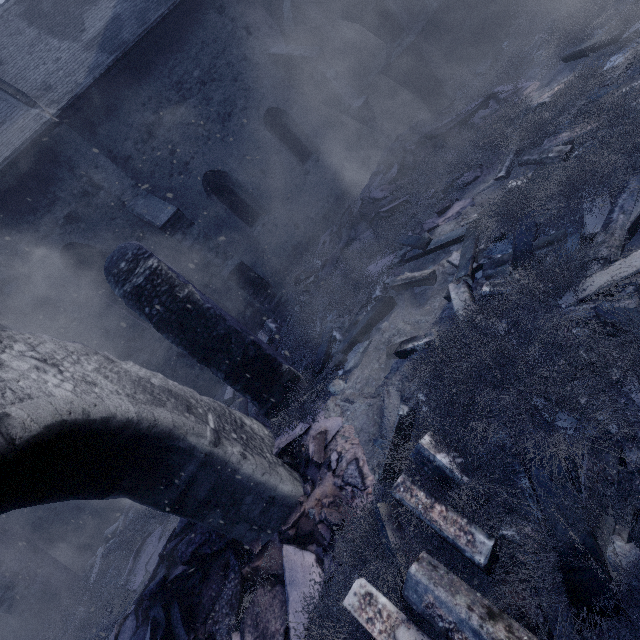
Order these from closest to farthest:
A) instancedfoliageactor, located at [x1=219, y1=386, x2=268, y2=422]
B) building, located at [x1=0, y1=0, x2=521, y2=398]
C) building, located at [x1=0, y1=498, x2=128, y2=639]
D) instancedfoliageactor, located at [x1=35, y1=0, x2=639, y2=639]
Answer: instancedfoliageactor, located at [x1=35, y1=0, x2=639, y2=639] < instancedfoliageactor, located at [x1=219, y1=386, x2=268, y2=422] < building, located at [x1=0, y1=498, x2=128, y2=639] < building, located at [x1=0, y1=0, x2=521, y2=398]

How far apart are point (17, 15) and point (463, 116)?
13.4 meters

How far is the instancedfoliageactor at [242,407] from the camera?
6.2m

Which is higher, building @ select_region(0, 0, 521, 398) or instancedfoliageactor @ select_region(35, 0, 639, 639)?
building @ select_region(0, 0, 521, 398)

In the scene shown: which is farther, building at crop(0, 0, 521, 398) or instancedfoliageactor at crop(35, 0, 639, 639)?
building at crop(0, 0, 521, 398)

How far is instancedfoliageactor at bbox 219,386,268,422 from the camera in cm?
615

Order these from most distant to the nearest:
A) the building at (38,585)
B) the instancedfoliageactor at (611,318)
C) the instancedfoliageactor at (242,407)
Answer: the building at (38,585) → the instancedfoliageactor at (242,407) → the instancedfoliageactor at (611,318)
